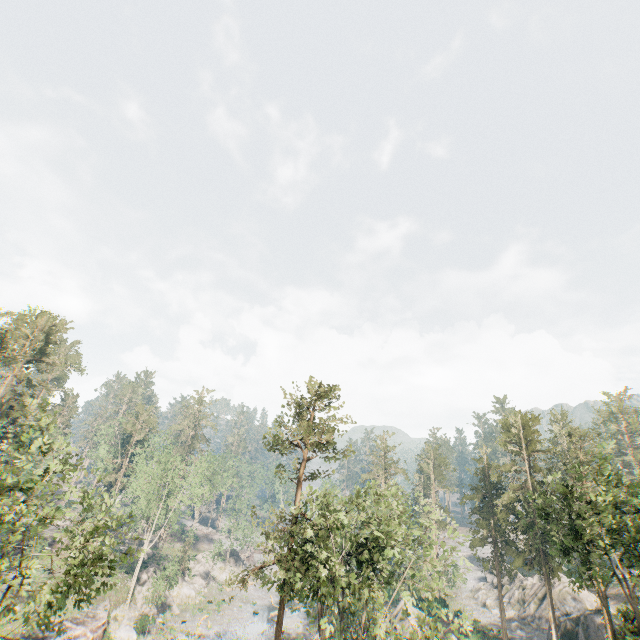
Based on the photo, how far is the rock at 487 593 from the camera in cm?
5343

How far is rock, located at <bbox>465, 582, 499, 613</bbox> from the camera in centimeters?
5343cm

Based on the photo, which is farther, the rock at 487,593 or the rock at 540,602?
the rock at 487,593

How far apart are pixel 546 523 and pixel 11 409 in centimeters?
5798cm

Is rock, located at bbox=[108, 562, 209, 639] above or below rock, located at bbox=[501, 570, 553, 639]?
below

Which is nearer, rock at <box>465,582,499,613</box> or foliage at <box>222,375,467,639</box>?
foliage at <box>222,375,467,639</box>

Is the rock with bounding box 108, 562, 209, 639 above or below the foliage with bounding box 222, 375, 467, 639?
below

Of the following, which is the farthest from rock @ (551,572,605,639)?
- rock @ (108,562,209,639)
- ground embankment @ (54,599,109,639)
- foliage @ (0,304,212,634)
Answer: ground embankment @ (54,599,109,639)
